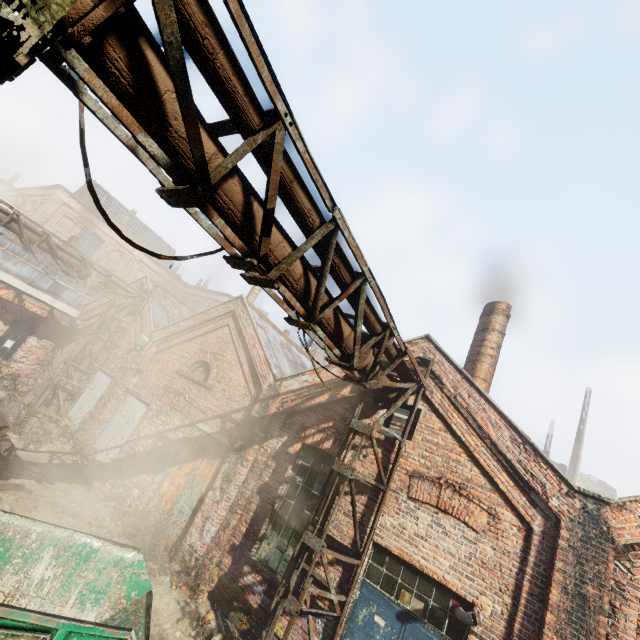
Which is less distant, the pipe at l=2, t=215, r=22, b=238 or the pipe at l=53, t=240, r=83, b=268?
the pipe at l=2, t=215, r=22, b=238

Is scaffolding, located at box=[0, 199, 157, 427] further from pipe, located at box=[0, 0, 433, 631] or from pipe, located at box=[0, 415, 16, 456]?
pipe, located at box=[0, 415, 16, 456]

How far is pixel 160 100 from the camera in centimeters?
221cm

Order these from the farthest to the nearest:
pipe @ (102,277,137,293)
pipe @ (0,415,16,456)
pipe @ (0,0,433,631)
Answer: pipe @ (102,277,137,293), pipe @ (0,415,16,456), pipe @ (0,0,433,631)

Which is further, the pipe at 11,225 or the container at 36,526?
the pipe at 11,225

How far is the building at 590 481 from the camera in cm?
2934

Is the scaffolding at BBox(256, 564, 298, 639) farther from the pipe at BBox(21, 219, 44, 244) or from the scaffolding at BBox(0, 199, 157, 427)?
the scaffolding at BBox(0, 199, 157, 427)

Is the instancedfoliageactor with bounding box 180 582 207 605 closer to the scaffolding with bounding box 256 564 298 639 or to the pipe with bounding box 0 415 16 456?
the scaffolding with bounding box 256 564 298 639
